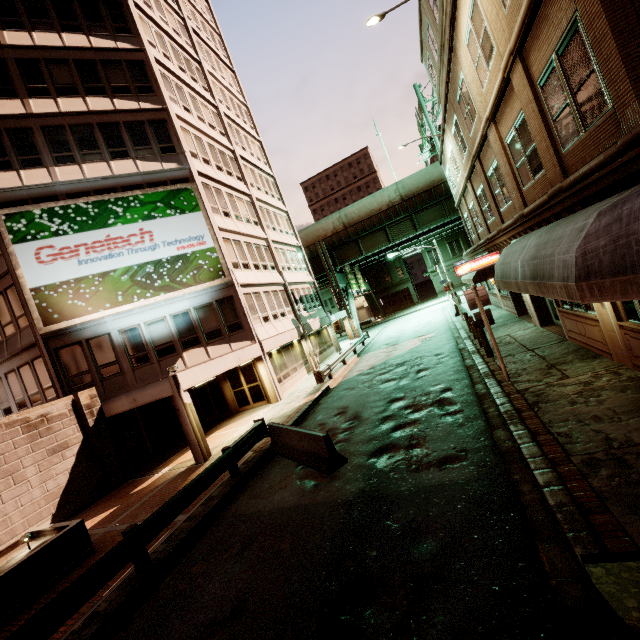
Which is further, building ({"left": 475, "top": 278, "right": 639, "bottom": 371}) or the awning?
building ({"left": 475, "top": 278, "right": 639, "bottom": 371})

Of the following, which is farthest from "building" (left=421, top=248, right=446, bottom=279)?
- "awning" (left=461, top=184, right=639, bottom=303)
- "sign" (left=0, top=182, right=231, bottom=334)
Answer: "awning" (left=461, top=184, right=639, bottom=303)

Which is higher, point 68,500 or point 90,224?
point 90,224

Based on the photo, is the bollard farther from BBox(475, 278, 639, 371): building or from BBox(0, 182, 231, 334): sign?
BBox(0, 182, 231, 334): sign

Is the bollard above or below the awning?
A: below

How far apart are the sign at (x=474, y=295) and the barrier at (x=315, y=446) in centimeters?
539cm

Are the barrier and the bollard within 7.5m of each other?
no

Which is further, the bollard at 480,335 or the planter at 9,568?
the bollard at 480,335
